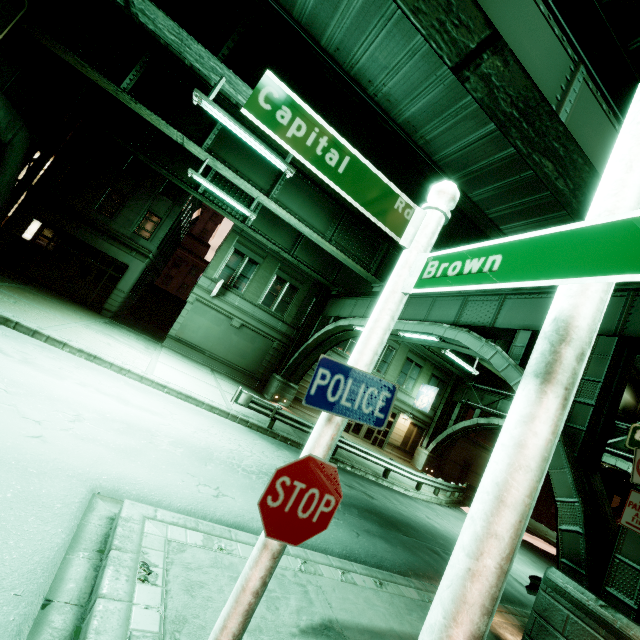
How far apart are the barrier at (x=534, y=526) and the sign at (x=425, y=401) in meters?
12.3

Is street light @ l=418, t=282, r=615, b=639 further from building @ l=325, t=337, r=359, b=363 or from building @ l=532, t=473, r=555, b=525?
building @ l=532, t=473, r=555, b=525

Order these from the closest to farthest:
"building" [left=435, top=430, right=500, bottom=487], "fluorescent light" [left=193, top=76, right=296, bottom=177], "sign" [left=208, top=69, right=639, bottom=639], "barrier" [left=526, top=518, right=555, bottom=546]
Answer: "sign" [left=208, top=69, right=639, bottom=639] → "fluorescent light" [left=193, top=76, right=296, bottom=177] → "barrier" [left=526, top=518, right=555, bottom=546] → "building" [left=435, top=430, right=500, bottom=487]

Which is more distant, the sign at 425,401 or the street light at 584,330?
the sign at 425,401

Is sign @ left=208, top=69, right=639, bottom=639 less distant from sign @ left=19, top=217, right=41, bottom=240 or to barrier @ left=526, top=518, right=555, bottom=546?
sign @ left=19, top=217, right=41, bottom=240

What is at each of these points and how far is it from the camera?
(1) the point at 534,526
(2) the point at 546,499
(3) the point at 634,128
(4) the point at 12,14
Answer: (1) barrier, 27.5m
(2) building, 38.4m
(3) street light, 2.1m
(4) sign, 10.7m

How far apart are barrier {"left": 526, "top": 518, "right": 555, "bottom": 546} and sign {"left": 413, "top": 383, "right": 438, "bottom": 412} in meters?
12.3

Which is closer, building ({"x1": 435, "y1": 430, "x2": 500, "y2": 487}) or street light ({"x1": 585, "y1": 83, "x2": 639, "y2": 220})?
street light ({"x1": 585, "y1": 83, "x2": 639, "y2": 220})
